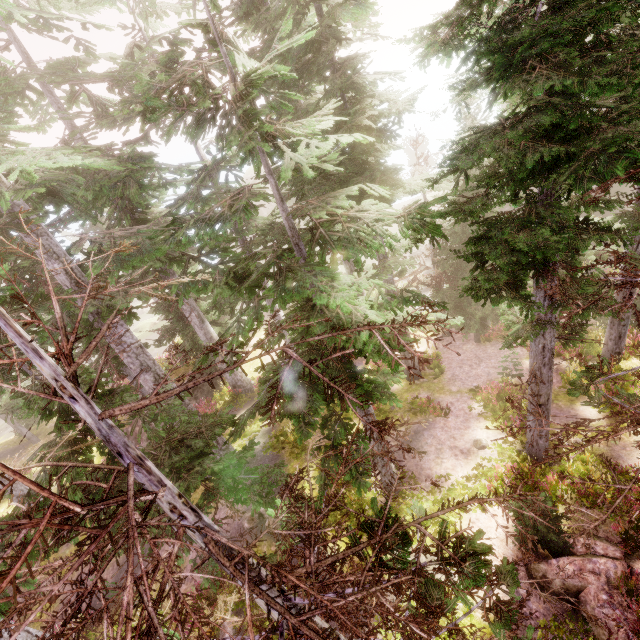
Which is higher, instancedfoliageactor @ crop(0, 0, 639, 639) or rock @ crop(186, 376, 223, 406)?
instancedfoliageactor @ crop(0, 0, 639, 639)

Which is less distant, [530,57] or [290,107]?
[530,57]

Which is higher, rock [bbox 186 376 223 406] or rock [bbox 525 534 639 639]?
rock [bbox 525 534 639 639]

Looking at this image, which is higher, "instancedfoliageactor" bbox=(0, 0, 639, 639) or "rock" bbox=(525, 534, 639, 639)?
"instancedfoliageactor" bbox=(0, 0, 639, 639)

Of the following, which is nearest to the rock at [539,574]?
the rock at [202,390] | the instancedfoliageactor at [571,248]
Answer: the instancedfoliageactor at [571,248]

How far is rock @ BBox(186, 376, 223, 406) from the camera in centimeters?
2142cm

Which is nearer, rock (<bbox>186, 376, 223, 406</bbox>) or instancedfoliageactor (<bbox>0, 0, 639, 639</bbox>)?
instancedfoliageactor (<bbox>0, 0, 639, 639</bbox>)
